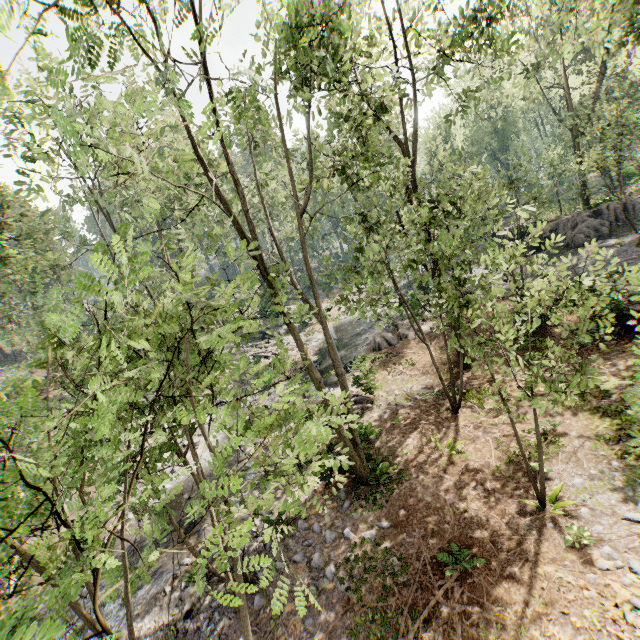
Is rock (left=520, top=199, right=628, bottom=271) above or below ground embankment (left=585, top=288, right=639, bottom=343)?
above

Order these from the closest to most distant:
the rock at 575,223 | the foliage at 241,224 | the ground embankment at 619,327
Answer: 1. the foliage at 241,224
2. the ground embankment at 619,327
3. the rock at 575,223

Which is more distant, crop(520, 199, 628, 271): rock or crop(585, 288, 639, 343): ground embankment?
crop(520, 199, 628, 271): rock

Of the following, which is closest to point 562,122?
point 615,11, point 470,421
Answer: point 615,11

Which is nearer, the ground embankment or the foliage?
the foliage

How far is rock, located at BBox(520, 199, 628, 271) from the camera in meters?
22.8

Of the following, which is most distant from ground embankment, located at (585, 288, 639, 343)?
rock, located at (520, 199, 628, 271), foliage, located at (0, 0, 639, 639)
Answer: rock, located at (520, 199, 628, 271)

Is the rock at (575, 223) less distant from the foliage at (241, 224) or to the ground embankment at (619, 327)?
the foliage at (241, 224)
